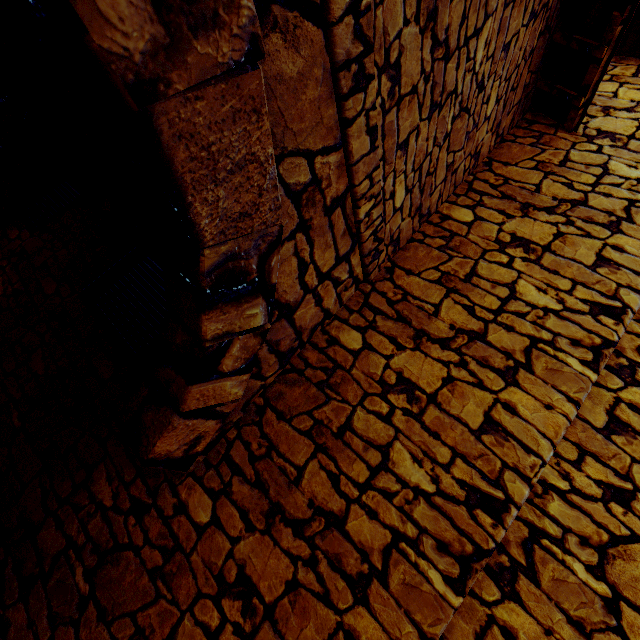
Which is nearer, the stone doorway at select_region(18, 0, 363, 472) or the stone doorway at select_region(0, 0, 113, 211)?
the stone doorway at select_region(18, 0, 363, 472)

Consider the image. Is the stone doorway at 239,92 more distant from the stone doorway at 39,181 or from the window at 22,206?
the stone doorway at 39,181

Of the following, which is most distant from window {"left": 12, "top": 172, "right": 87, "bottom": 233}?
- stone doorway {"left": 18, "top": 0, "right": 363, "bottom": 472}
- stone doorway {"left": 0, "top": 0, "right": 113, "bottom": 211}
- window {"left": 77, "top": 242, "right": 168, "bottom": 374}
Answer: stone doorway {"left": 18, "top": 0, "right": 363, "bottom": 472}

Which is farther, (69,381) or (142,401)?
(69,381)

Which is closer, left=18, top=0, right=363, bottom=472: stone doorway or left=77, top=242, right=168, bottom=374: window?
left=18, top=0, right=363, bottom=472: stone doorway

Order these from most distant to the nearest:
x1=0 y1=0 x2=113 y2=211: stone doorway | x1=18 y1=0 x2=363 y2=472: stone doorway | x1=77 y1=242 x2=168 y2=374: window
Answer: x1=0 y1=0 x2=113 y2=211: stone doorway, x1=77 y1=242 x2=168 y2=374: window, x1=18 y1=0 x2=363 y2=472: stone doorway

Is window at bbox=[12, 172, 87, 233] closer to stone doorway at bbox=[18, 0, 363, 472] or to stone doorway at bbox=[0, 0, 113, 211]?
stone doorway at bbox=[0, 0, 113, 211]

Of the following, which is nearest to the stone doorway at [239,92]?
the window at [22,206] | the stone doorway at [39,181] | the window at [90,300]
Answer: the window at [90,300]
